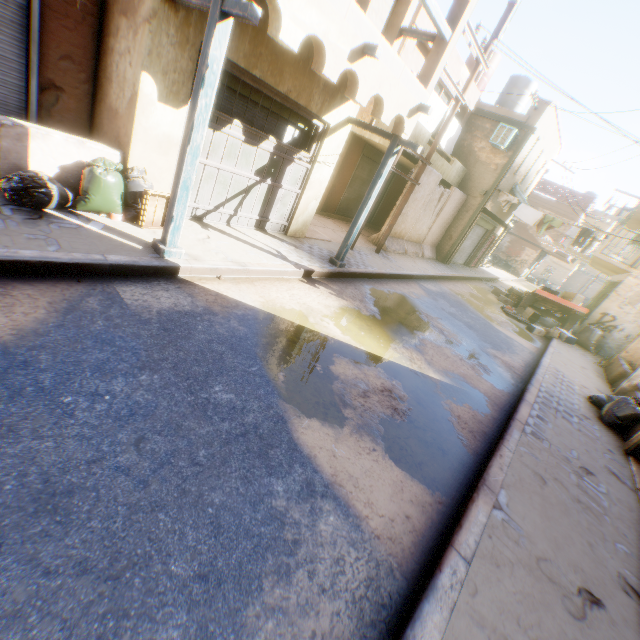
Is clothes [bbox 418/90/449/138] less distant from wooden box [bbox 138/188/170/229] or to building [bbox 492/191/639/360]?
building [bbox 492/191/639/360]

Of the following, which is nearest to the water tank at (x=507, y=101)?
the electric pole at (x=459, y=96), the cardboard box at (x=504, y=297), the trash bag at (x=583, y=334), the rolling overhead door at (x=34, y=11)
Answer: the rolling overhead door at (x=34, y=11)

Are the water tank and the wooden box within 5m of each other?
no

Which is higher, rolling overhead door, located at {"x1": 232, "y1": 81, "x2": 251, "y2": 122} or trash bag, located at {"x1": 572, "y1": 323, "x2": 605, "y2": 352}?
rolling overhead door, located at {"x1": 232, "y1": 81, "x2": 251, "y2": 122}

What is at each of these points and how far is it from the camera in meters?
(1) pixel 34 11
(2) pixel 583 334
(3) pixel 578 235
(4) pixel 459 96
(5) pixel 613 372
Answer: (1) rolling overhead door, 4.7
(2) trash bag, 13.7
(3) clothes, 14.1
(4) electric pole, 9.5
(5) concrete block, 10.5

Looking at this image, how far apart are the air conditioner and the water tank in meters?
4.8 m

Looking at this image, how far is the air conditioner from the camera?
14.36m

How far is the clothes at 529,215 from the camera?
14.8 meters
